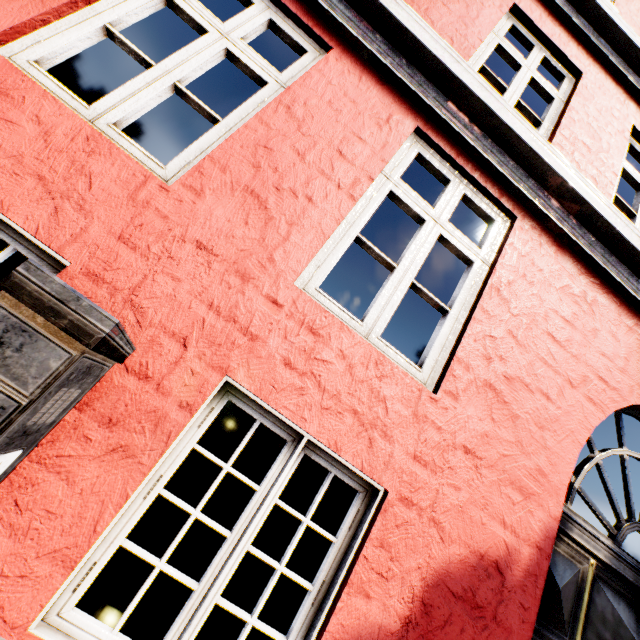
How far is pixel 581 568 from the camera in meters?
2.4

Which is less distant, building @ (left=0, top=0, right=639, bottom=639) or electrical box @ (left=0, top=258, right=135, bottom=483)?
electrical box @ (left=0, top=258, right=135, bottom=483)

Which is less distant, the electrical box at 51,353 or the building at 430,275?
the electrical box at 51,353
